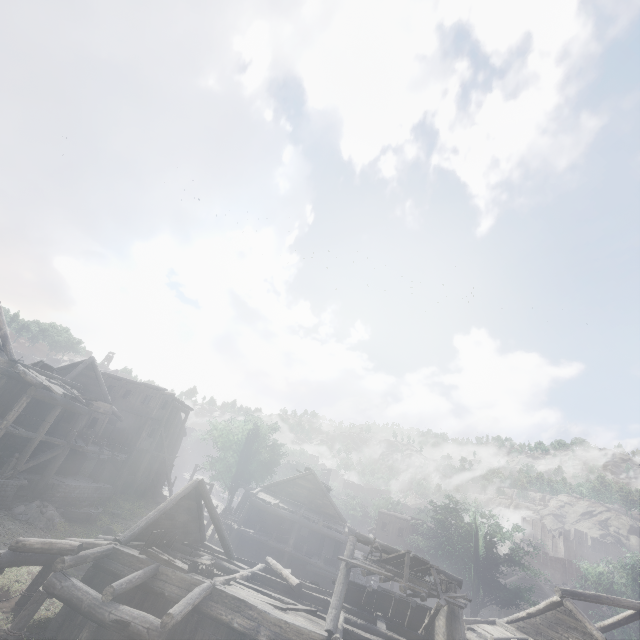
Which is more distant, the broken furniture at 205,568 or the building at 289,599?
the broken furniture at 205,568

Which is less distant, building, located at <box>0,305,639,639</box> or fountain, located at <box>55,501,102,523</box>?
building, located at <box>0,305,639,639</box>

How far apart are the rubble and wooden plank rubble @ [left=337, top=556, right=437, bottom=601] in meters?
16.7

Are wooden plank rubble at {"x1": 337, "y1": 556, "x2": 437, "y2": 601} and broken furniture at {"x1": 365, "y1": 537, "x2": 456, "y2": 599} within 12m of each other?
yes

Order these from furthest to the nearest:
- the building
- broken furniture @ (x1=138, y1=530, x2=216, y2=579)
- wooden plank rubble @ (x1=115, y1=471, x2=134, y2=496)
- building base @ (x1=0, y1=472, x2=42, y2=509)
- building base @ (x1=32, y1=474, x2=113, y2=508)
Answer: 1. wooden plank rubble @ (x1=115, y1=471, x2=134, y2=496)
2. building base @ (x1=32, y1=474, x2=113, y2=508)
3. building base @ (x1=0, y1=472, x2=42, y2=509)
4. broken furniture @ (x1=138, y1=530, x2=216, y2=579)
5. the building

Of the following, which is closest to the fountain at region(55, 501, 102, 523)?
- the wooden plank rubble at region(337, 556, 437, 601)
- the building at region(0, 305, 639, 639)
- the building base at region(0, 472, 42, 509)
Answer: the building base at region(0, 472, 42, 509)

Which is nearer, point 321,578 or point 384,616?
point 384,616

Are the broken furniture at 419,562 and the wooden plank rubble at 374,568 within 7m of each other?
yes
